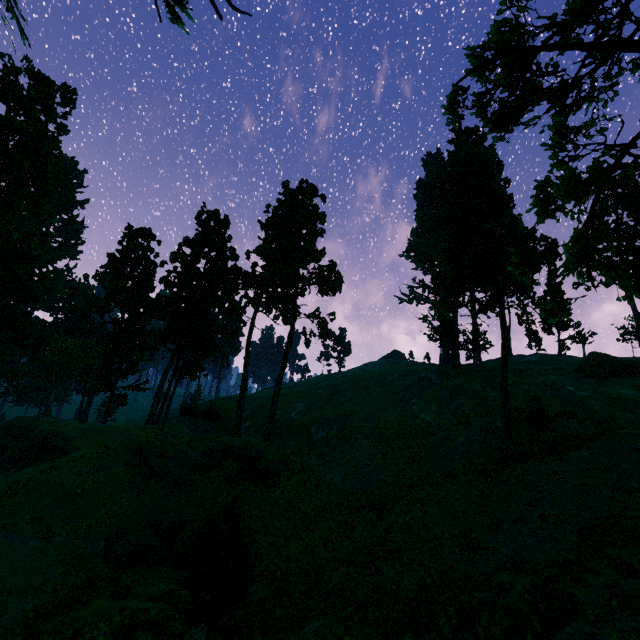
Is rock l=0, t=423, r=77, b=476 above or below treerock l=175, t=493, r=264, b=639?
below

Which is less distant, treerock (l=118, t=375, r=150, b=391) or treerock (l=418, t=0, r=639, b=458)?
treerock (l=418, t=0, r=639, b=458)

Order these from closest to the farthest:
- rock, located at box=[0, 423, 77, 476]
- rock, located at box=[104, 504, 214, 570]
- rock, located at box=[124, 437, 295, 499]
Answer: rock, located at box=[104, 504, 214, 570] → rock, located at box=[124, 437, 295, 499] → rock, located at box=[0, 423, 77, 476]

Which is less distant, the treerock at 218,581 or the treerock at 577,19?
the treerock at 577,19

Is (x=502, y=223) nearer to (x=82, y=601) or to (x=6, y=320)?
(x=82, y=601)

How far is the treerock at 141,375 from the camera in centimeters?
5794cm
